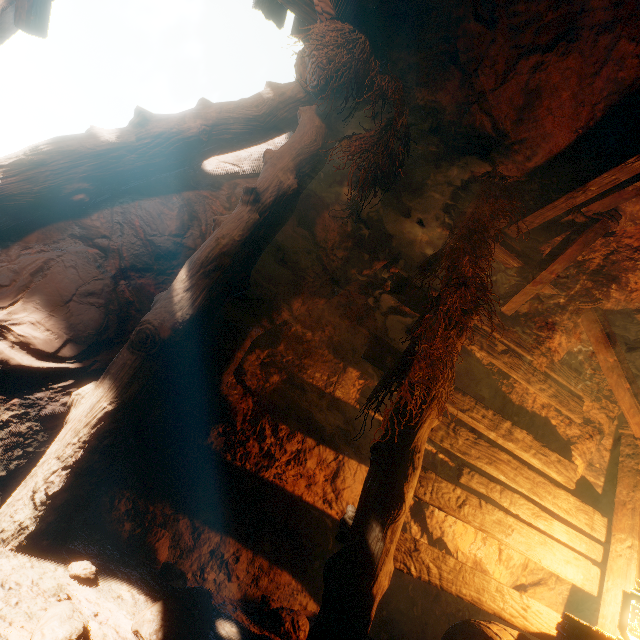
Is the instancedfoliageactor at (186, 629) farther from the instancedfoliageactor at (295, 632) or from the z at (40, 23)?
the instancedfoliageactor at (295, 632)

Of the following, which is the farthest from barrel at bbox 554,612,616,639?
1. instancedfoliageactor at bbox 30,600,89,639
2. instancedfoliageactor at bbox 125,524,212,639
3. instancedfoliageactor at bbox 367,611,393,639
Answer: instancedfoliageactor at bbox 30,600,89,639

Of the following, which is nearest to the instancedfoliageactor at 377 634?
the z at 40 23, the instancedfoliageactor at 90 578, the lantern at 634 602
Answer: the z at 40 23

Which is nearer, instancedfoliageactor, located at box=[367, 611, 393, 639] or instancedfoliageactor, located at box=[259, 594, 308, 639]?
instancedfoliageactor, located at box=[259, 594, 308, 639]

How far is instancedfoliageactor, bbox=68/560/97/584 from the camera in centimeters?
165cm

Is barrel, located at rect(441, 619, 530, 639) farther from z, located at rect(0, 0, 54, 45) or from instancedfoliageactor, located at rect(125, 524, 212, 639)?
instancedfoliageactor, located at rect(125, 524, 212, 639)

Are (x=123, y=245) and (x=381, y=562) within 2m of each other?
no

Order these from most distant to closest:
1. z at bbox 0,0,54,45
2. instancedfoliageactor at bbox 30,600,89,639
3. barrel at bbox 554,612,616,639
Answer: z at bbox 0,0,54,45
barrel at bbox 554,612,616,639
instancedfoliageactor at bbox 30,600,89,639
